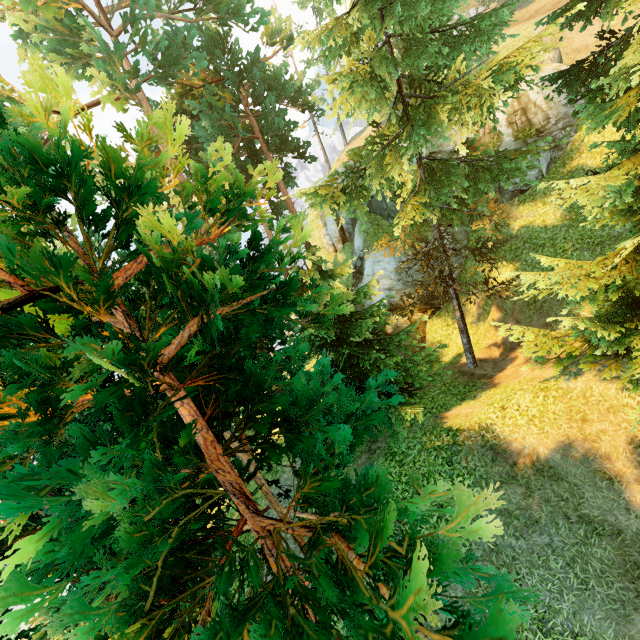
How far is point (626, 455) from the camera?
8.5m

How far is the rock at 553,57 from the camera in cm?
1991

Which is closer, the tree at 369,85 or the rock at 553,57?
the tree at 369,85

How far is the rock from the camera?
19.91m

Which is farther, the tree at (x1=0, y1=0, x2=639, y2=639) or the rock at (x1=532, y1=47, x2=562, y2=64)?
A: the rock at (x1=532, y1=47, x2=562, y2=64)
